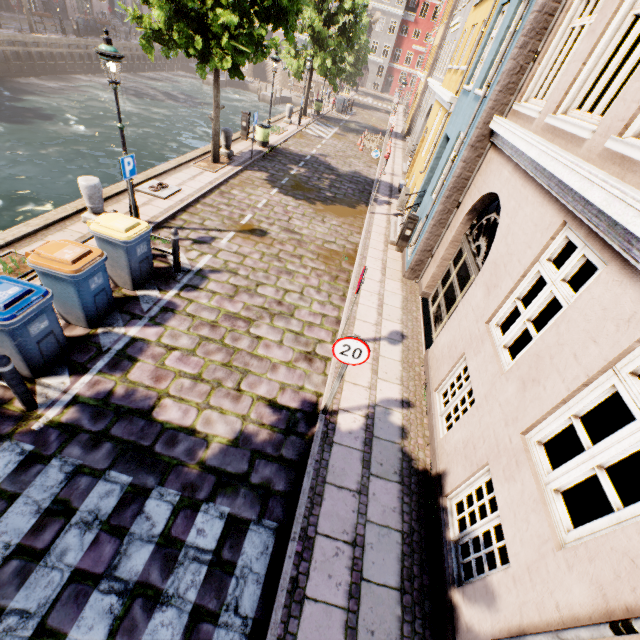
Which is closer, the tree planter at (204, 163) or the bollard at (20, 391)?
the bollard at (20, 391)

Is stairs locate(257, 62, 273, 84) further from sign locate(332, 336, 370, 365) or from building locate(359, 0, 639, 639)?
sign locate(332, 336, 370, 365)

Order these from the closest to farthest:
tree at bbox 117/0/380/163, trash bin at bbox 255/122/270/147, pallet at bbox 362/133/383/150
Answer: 1. tree at bbox 117/0/380/163
2. trash bin at bbox 255/122/270/147
3. pallet at bbox 362/133/383/150

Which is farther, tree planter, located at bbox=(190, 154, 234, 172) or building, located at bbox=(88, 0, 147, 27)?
building, located at bbox=(88, 0, 147, 27)

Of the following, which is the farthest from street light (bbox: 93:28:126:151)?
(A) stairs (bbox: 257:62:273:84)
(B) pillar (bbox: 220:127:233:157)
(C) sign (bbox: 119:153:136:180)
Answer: (A) stairs (bbox: 257:62:273:84)

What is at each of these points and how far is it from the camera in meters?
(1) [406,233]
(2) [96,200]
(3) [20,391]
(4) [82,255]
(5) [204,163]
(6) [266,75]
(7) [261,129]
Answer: (1) electrical box, 10.6 m
(2) pillar, 7.9 m
(3) bollard, 4.4 m
(4) trash bin, 5.4 m
(5) tree planter, 13.1 m
(6) stairs, 45.6 m
(7) trash bin, 15.9 m

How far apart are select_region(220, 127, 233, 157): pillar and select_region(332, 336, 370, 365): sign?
13.0 meters

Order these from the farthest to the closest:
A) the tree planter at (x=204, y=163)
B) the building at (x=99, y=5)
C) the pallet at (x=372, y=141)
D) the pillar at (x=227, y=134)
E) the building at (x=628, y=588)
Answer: the building at (x=99, y=5) < the pallet at (x=372, y=141) < the pillar at (x=227, y=134) < the tree planter at (x=204, y=163) < the building at (x=628, y=588)
